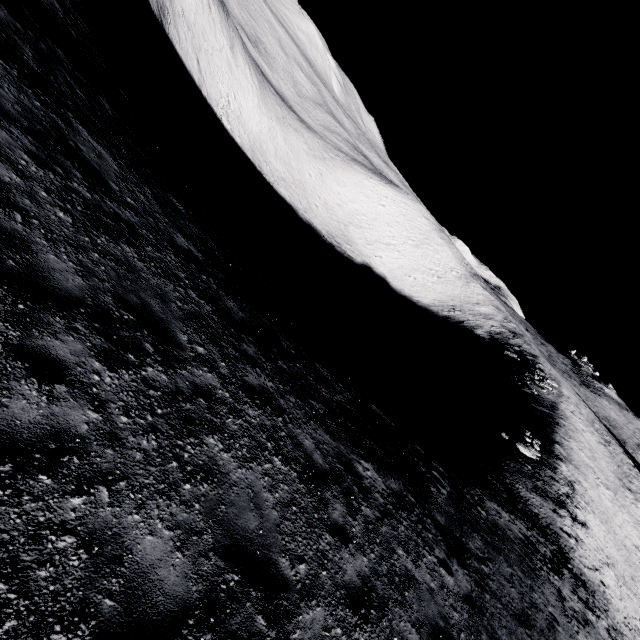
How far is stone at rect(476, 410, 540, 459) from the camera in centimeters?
2969cm

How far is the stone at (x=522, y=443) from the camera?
29.7m

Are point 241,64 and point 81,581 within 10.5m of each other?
no
